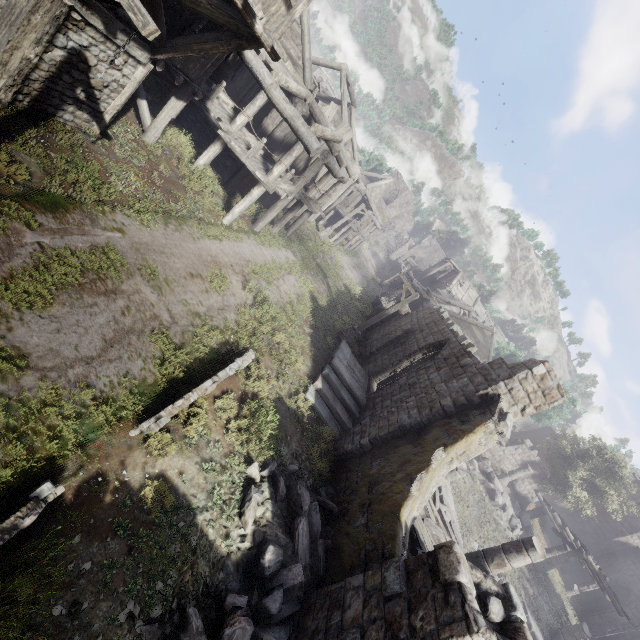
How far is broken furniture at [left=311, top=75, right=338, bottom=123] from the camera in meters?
15.6

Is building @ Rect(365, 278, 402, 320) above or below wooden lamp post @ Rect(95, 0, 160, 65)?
below

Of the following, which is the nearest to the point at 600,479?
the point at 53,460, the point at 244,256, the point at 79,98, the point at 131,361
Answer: the point at 244,256

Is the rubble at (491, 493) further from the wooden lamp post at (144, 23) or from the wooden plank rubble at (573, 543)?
the wooden lamp post at (144, 23)

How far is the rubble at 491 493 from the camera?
19.92m

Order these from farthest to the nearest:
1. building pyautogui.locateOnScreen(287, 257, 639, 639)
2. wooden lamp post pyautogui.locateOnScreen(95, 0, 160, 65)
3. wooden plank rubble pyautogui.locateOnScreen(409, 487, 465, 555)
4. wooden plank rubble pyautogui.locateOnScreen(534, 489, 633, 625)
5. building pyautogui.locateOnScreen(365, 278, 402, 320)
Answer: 1. building pyautogui.locateOnScreen(365, 278, 402, 320)
2. wooden plank rubble pyautogui.locateOnScreen(534, 489, 633, 625)
3. wooden plank rubble pyautogui.locateOnScreen(409, 487, 465, 555)
4. building pyautogui.locateOnScreen(287, 257, 639, 639)
5. wooden lamp post pyautogui.locateOnScreen(95, 0, 160, 65)

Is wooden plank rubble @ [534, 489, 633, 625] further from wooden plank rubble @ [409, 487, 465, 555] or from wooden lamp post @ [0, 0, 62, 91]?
wooden lamp post @ [0, 0, 62, 91]
